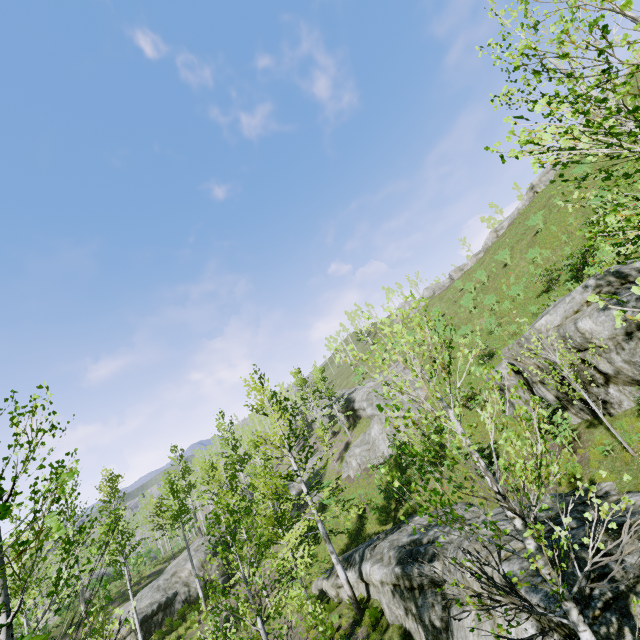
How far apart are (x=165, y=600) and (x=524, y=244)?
41.7m

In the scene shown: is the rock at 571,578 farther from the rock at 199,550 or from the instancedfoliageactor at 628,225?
the rock at 199,550

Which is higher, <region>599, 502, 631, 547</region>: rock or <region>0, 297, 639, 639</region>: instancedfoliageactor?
<region>0, 297, 639, 639</region>: instancedfoliageactor

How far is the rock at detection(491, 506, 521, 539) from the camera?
8.5 meters

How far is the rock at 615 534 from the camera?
6.5m

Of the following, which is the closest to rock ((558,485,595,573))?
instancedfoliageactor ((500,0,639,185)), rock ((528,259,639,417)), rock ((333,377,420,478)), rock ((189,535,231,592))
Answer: instancedfoliageactor ((500,0,639,185))
